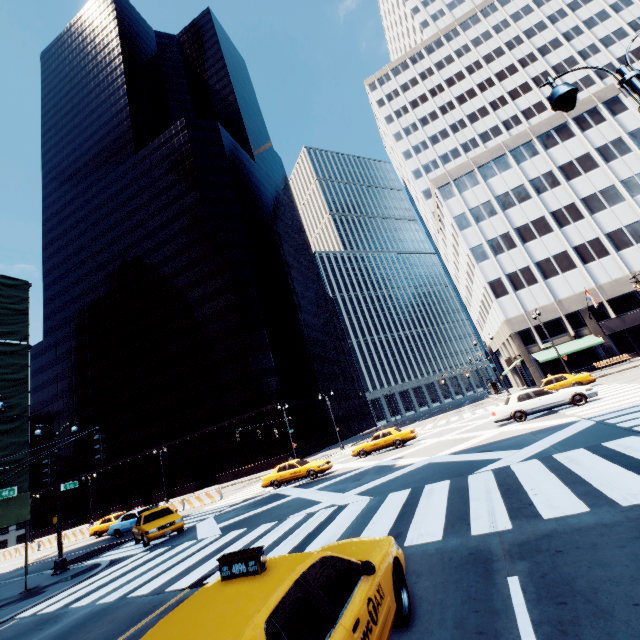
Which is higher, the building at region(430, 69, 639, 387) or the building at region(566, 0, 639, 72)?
the building at region(566, 0, 639, 72)

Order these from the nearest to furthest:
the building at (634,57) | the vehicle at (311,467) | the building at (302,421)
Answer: the vehicle at (311,467)
the building at (302,421)
the building at (634,57)

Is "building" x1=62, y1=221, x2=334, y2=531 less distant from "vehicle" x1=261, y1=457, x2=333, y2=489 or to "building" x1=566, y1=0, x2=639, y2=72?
"vehicle" x1=261, y1=457, x2=333, y2=489

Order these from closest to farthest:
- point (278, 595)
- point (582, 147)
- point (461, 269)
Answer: point (278, 595), point (582, 147), point (461, 269)

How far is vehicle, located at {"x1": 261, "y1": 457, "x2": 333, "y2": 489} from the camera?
21.58m

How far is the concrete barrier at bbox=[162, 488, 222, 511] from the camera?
27.4 meters

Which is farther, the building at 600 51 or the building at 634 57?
the building at 600 51

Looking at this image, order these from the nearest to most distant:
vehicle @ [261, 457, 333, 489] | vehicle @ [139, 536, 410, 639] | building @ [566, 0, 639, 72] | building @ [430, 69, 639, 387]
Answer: vehicle @ [139, 536, 410, 639] → vehicle @ [261, 457, 333, 489] → building @ [430, 69, 639, 387] → building @ [566, 0, 639, 72]
